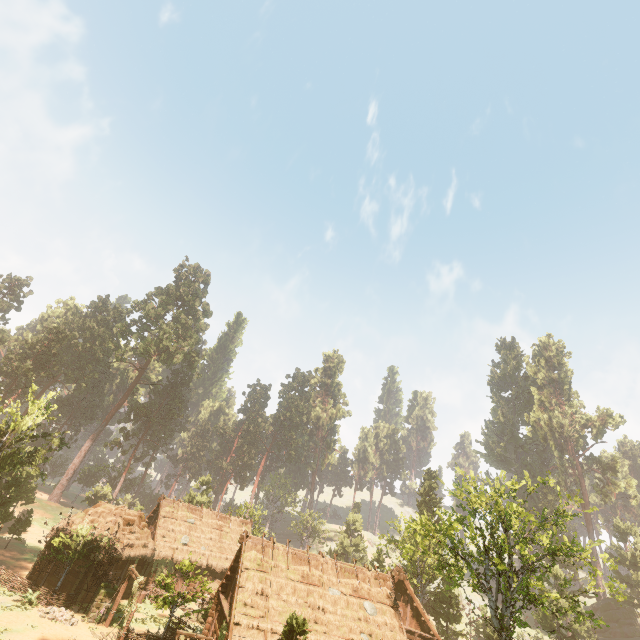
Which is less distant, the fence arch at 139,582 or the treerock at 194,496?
the fence arch at 139,582

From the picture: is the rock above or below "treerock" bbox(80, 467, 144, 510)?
below

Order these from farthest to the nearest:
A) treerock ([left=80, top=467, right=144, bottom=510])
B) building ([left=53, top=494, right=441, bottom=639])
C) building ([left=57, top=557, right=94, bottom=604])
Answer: treerock ([left=80, top=467, right=144, bottom=510]) < building ([left=57, top=557, right=94, bottom=604]) < building ([left=53, top=494, right=441, bottom=639])

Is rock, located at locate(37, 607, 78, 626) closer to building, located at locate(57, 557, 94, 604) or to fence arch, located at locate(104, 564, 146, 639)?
fence arch, located at locate(104, 564, 146, 639)

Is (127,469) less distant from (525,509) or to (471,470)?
(471,470)

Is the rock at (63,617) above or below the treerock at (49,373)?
below

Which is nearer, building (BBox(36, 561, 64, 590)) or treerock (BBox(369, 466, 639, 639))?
treerock (BBox(369, 466, 639, 639))

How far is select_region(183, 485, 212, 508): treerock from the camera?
47.3m
